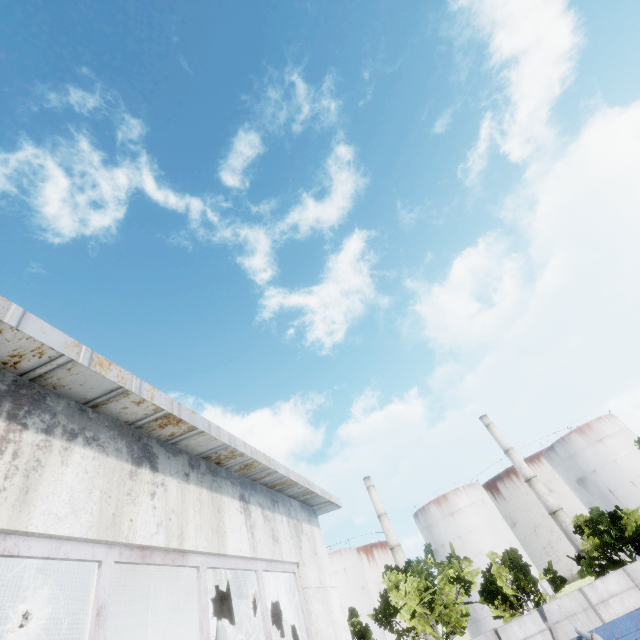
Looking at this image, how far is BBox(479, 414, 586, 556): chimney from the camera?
44.09m

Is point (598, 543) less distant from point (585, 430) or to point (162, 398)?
point (162, 398)

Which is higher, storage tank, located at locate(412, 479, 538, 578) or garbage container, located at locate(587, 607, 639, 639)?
storage tank, located at locate(412, 479, 538, 578)

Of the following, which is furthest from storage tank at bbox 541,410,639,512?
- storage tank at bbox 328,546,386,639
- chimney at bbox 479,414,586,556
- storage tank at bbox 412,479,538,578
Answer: storage tank at bbox 328,546,386,639

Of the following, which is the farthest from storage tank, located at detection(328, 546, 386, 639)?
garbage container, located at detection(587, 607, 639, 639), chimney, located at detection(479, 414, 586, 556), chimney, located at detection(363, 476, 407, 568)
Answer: garbage container, located at detection(587, 607, 639, 639)

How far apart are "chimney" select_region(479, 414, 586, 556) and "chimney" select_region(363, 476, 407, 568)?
21.6 meters

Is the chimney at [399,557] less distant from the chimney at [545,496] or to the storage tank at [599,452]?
the chimney at [545,496]

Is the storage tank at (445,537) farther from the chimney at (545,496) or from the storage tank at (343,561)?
the storage tank at (343,561)
